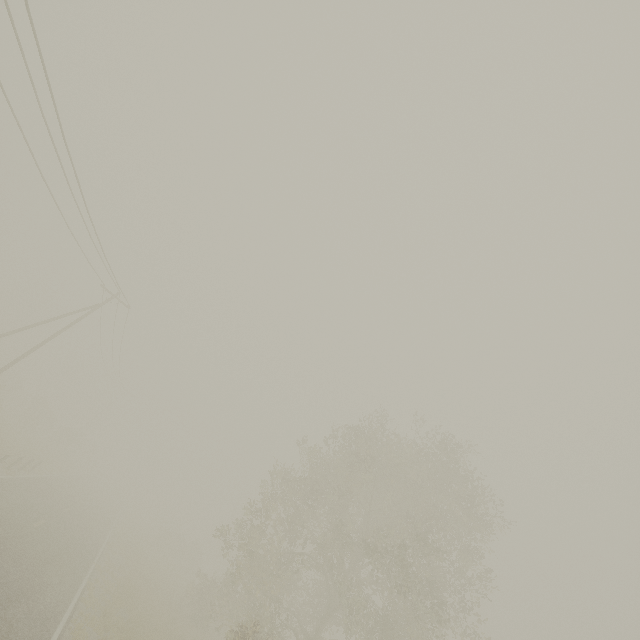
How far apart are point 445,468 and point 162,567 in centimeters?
3066cm

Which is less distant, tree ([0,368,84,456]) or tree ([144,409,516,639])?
tree ([144,409,516,639])

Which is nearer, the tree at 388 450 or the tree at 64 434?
the tree at 388 450
